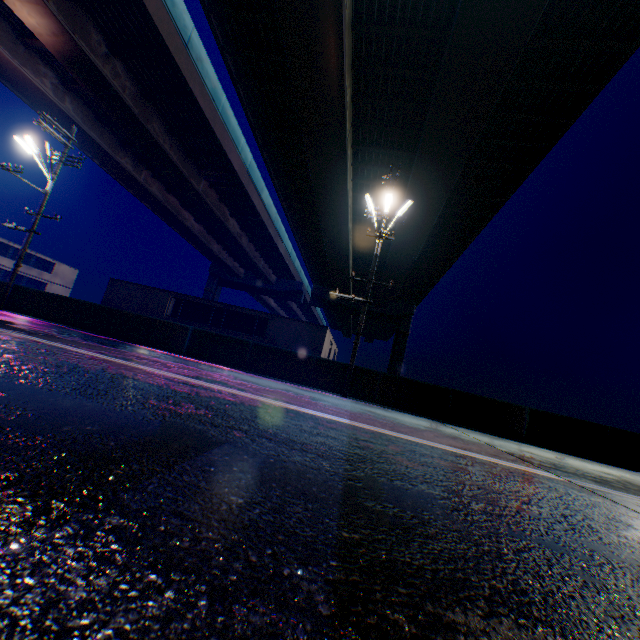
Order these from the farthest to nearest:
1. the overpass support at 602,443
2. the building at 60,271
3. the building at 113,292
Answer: the building at 60,271
the building at 113,292
the overpass support at 602,443

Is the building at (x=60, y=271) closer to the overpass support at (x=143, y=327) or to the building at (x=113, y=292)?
the building at (x=113, y=292)

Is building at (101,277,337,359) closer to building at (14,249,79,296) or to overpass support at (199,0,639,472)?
building at (14,249,79,296)

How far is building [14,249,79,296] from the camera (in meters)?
42.00

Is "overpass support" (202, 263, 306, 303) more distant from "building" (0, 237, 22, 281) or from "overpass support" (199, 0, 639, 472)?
"building" (0, 237, 22, 281)

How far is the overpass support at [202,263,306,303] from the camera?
51.1 meters

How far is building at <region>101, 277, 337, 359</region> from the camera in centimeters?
2428cm

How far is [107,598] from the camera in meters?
0.8
